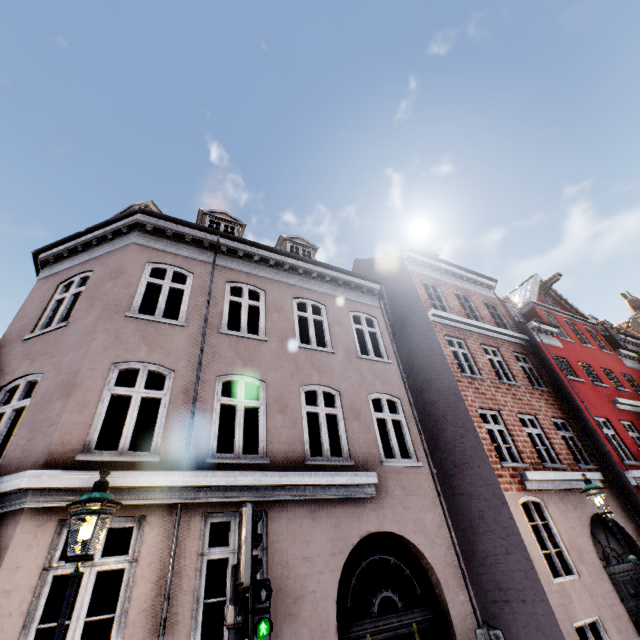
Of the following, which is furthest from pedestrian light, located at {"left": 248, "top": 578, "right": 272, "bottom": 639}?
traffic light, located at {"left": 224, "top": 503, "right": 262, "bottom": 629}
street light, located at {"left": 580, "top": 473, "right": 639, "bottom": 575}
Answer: street light, located at {"left": 580, "top": 473, "right": 639, "bottom": 575}

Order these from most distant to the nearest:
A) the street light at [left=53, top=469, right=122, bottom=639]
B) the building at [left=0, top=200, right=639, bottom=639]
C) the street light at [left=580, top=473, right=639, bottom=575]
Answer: the street light at [left=580, top=473, right=639, bottom=575], the building at [left=0, top=200, right=639, bottom=639], the street light at [left=53, top=469, right=122, bottom=639]

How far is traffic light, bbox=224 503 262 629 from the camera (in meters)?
3.31

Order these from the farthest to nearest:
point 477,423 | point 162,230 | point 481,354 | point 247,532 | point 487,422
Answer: point 487,422 → point 481,354 → point 477,423 → point 162,230 → point 247,532

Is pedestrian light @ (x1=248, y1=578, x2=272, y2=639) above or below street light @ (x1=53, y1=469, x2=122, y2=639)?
below

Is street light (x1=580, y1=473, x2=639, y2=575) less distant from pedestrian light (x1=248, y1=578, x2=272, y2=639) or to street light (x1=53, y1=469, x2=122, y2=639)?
pedestrian light (x1=248, y1=578, x2=272, y2=639)

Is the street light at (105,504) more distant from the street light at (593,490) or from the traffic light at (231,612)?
the street light at (593,490)

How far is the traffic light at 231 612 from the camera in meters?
3.3 m
